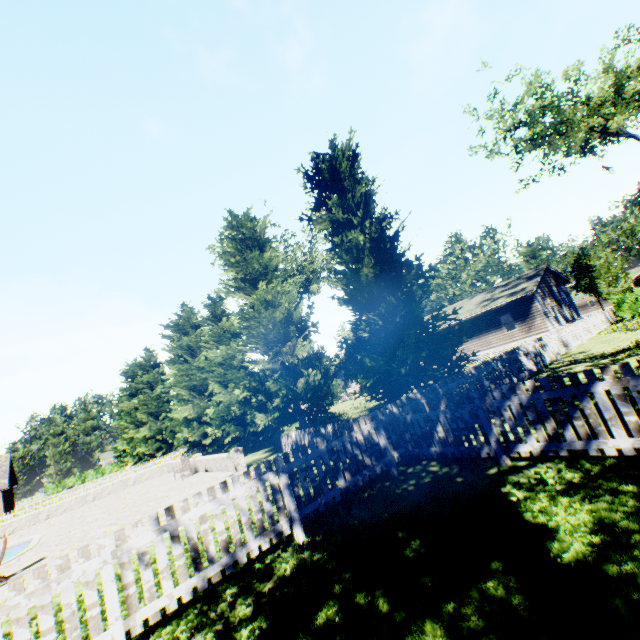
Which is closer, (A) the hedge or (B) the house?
(A) the hedge

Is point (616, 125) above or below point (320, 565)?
above

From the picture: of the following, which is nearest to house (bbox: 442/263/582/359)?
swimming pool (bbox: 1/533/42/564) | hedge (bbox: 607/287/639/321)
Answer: hedge (bbox: 607/287/639/321)

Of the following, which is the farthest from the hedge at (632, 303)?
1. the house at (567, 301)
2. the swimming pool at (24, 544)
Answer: the swimming pool at (24, 544)

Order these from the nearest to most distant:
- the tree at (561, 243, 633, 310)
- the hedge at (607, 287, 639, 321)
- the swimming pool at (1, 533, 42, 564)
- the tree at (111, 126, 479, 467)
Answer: the tree at (111, 126, 479, 467), the swimming pool at (1, 533, 42, 564), the hedge at (607, 287, 639, 321), the tree at (561, 243, 633, 310)

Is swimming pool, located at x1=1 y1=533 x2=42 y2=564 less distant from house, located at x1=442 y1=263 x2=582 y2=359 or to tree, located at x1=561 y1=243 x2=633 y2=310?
tree, located at x1=561 y1=243 x2=633 y2=310

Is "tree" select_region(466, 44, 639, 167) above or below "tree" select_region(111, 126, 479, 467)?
above

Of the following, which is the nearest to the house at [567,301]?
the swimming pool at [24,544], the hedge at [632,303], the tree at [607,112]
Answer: the tree at [607,112]
